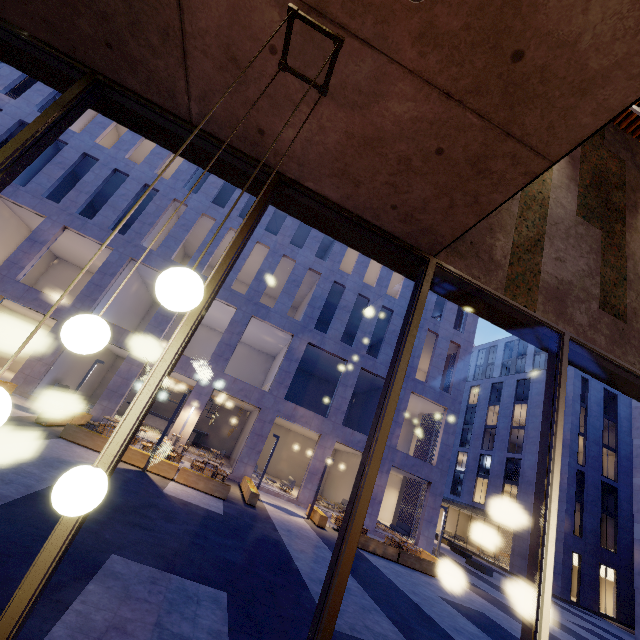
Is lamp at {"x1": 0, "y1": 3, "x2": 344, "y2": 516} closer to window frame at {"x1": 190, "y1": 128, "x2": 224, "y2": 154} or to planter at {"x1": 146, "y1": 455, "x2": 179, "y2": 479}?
window frame at {"x1": 190, "y1": 128, "x2": 224, "y2": 154}

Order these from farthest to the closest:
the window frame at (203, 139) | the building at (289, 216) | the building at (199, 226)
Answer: the building at (289, 216) < the building at (199, 226) < the window frame at (203, 139)

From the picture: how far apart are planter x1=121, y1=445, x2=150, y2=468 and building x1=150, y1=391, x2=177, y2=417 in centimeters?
1374cm

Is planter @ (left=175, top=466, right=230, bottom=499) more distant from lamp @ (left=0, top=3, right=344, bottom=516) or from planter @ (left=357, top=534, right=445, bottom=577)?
lamp @ (left=0, top=3, right=344, bottom=516)

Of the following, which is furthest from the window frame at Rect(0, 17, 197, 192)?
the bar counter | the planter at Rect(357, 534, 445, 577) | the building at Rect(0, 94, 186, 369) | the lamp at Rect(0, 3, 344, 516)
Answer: the bar counter

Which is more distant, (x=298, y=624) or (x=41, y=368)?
(x=41, y=368)

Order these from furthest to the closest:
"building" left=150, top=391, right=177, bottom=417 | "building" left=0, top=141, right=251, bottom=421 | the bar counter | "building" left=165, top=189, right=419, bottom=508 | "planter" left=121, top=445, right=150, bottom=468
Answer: "building" left=150, top=391, right=177, bottom=417, the bar counter, "building" left=165, top=189, right=419, bottom=508, "building" left=0, top=141, right=251, bottom=421, "planter" left=121, top=445, right=150, bottom=468

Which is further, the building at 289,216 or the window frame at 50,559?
the building at 289,216
